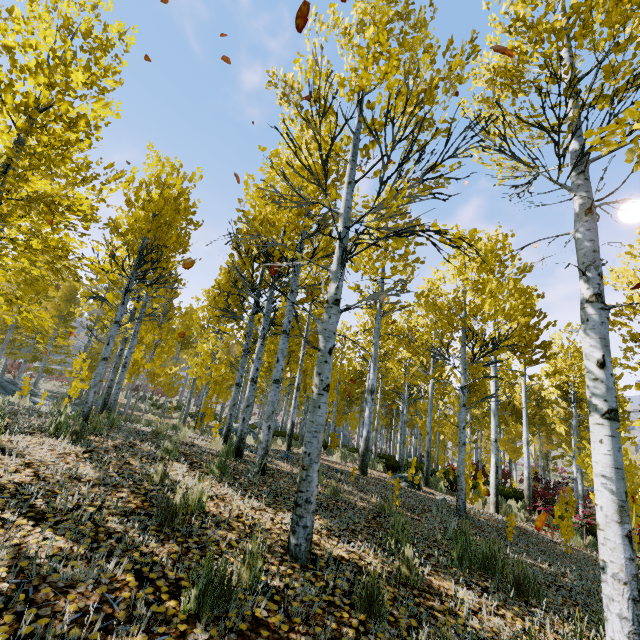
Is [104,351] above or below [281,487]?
above

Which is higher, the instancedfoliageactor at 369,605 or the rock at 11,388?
the rock at 11,388

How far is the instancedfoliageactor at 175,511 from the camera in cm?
301

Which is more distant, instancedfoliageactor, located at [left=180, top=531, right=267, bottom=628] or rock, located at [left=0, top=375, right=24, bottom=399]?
rock, located at [left=0, top=375, right=24, bottom=399]

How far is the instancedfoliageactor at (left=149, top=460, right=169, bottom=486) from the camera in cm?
390

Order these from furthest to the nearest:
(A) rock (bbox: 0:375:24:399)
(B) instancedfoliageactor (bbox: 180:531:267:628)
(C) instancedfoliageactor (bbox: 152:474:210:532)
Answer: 1. (A) rock (bbox: 0:375:24:399)
2. (C) instancedfoliageactor (bbox: 152:474:210:532)
3. (B) instancedfoliageactor (bbox: 180:531:267:628)

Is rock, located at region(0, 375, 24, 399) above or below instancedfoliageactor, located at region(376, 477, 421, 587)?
above
